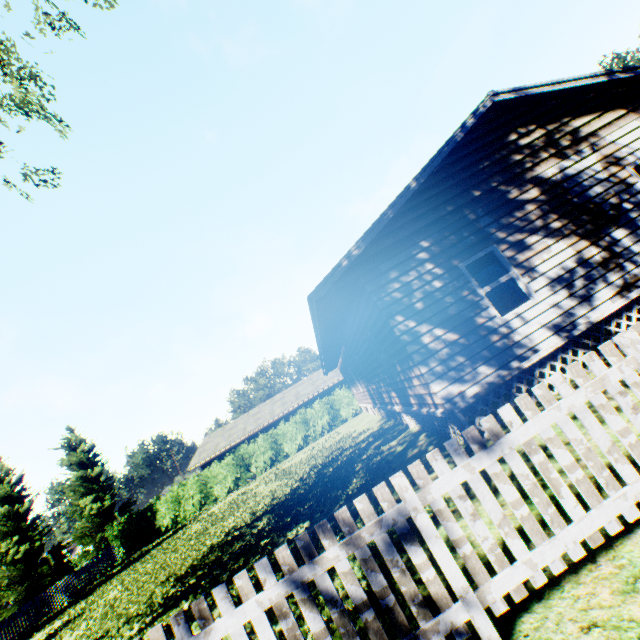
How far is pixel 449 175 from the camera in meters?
7.9

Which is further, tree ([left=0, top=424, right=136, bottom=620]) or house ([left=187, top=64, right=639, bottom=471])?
tree ([left=0, top=424, right=136, bottom=620])

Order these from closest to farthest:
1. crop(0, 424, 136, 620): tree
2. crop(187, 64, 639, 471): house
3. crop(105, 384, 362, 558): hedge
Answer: crop(187, 64, 639, 471): house < crop(0, 424, 136, 620): tree < crop(105, 384, 362, 558): hedge

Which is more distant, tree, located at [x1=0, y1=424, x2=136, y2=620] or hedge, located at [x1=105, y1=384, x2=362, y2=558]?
hedge, located at [x1=105, y1=384, x2=362, y2=558]

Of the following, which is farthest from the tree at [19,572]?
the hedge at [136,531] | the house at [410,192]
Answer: the house at [410,192]

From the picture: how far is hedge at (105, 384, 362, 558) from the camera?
25.58m

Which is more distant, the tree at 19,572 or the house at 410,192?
the tree at 19,572

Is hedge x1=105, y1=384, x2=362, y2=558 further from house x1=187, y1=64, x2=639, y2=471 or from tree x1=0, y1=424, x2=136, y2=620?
tree x1=0, y1=424, x2=136, y2=620
